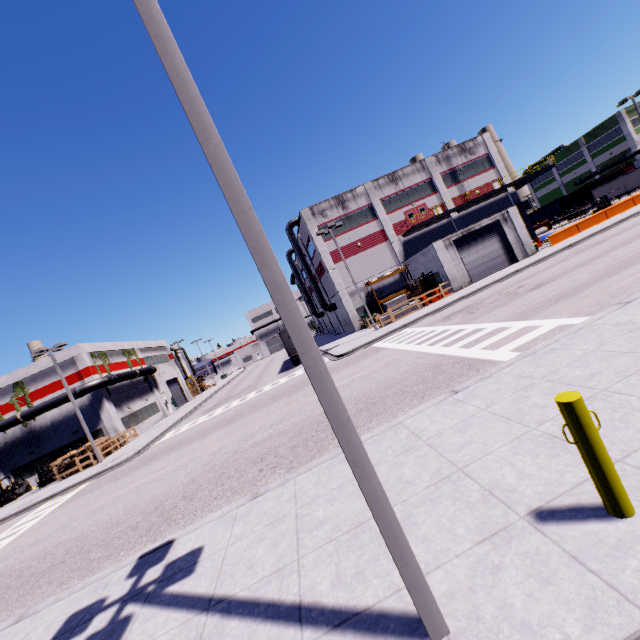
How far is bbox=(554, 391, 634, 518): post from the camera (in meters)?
2.94

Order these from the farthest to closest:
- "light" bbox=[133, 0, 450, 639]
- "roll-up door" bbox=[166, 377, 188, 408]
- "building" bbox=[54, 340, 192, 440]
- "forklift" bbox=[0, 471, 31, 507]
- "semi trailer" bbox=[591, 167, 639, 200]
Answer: "semi trailer" bbox=[591, 167, 639, 200] → "roll-up door" bbox=[166, 377, 188, 408] → "building" bbox=[54, 340, 192, 440] → "forklift" bbox=[0, 471, 31, 507] → "light" bbox=[133, 0, 450, 639]

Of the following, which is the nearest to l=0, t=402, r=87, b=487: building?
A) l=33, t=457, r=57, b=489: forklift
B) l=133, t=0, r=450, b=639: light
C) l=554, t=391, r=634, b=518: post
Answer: l=33, t=457, r=57, b=489: forklift

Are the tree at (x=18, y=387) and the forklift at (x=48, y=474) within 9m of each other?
yes

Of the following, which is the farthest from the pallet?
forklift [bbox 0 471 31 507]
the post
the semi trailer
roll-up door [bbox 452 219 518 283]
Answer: forklift [bbox 0 471 31 507]

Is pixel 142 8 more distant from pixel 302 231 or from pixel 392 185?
pixel 302 231

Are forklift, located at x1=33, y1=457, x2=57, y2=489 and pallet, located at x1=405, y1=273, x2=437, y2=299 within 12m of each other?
no

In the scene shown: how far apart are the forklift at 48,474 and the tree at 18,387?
5.29m
